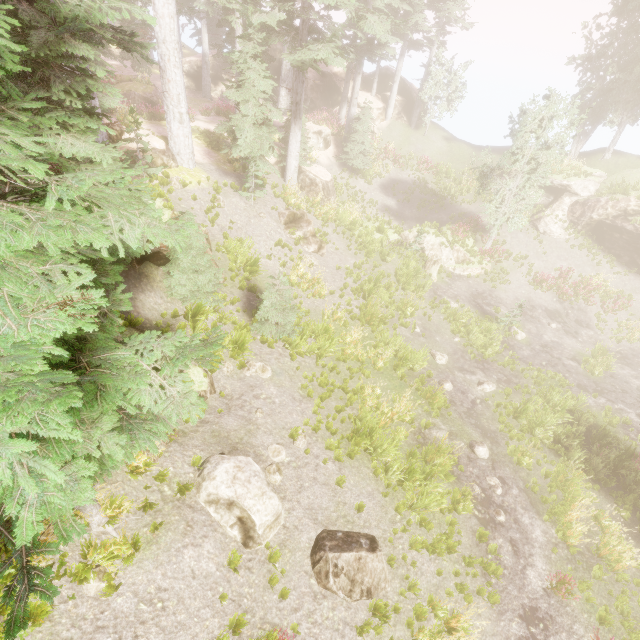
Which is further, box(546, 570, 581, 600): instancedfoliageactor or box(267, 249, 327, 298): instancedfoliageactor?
box(267, 249, 327, 298): instancedfoliageactor

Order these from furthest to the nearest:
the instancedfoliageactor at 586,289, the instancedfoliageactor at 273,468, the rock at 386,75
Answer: the rock at 386,75 → the instancedfoliageactor at 586,289 → the instancedfoliageactor at 273,468

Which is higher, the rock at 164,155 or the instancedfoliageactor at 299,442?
the rock at 164,155

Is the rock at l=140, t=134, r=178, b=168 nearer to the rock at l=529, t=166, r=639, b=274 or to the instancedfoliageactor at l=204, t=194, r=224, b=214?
the instancedfoliageactor at l=204, t=194, r=224, b=214

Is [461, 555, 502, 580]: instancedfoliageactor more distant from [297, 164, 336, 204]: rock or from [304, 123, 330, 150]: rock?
[304, 123, 330, 150]: rock

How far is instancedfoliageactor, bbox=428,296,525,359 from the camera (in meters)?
16.92

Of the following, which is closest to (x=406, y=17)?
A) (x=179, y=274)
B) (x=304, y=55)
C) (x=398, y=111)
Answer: (x=398, y=111)

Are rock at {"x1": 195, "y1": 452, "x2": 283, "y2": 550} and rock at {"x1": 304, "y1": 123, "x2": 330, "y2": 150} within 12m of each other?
no
